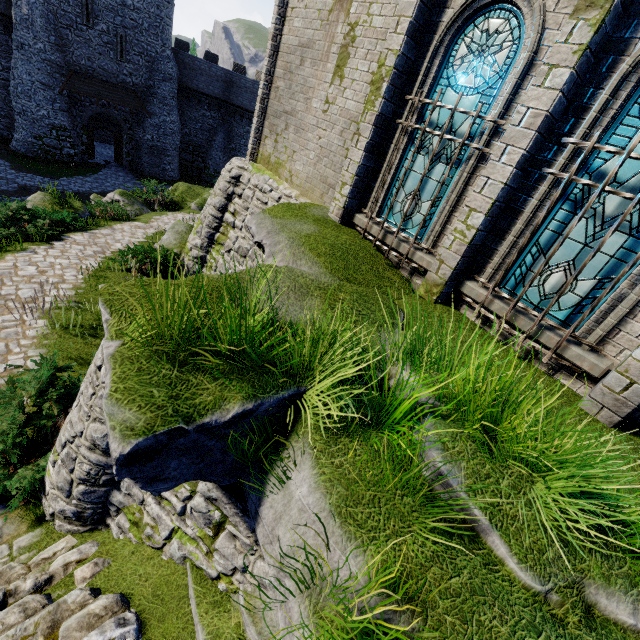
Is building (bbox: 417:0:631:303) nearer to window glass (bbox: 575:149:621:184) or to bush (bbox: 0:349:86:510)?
window glass (bbox: 575:149:621:184)

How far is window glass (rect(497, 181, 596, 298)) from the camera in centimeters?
463cm

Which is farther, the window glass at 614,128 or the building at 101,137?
the building at 101,137

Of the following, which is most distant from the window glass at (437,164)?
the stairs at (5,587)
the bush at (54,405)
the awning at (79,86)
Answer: the awning at (79,86)

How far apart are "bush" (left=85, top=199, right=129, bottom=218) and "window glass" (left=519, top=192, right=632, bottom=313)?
16.8m

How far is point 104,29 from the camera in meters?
24.3

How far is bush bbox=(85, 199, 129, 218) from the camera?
15.4m

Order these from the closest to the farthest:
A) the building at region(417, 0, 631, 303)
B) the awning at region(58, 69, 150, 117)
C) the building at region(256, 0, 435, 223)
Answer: the building at region(417, 0, 631, 303), the building at region(256, 0, 435, 223), the awning at region(58, 69, 150, 117)
